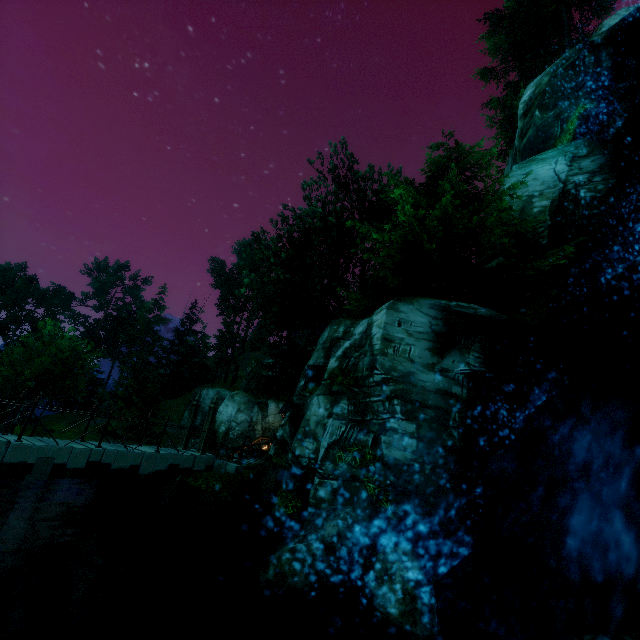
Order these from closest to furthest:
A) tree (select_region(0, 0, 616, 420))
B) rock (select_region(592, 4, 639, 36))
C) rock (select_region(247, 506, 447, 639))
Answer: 1. rock (select_region(247, 506, 447, 639))
2. tree (select_region(0, 0, 616, 420))
3. rock (select_region(592, 4, 639, 36))

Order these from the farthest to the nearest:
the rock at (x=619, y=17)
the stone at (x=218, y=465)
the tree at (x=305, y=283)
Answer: the rock at (x=619, y=17) < the stone at (x=218, y=465) < the tree at (x=305, y=283)

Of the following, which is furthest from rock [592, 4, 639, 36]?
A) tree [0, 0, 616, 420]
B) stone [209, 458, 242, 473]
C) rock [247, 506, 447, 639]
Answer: stone [209, 458, 242, 473]

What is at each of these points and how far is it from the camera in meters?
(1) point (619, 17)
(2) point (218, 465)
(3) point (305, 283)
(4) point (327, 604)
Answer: (1) rock, 18.7
(2) stone, 15.0
(3) tree, 22.1
(4) rock, 5.8

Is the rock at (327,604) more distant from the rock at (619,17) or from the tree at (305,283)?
the rock at (619,17)

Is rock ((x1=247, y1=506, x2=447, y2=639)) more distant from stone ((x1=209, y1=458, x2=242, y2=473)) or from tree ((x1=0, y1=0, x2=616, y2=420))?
stone ((x1=209, y1=458, x2=242, y2=473))

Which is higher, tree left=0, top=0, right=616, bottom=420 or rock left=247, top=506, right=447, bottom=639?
tree left=0, top=0, right=616, bottom=420
